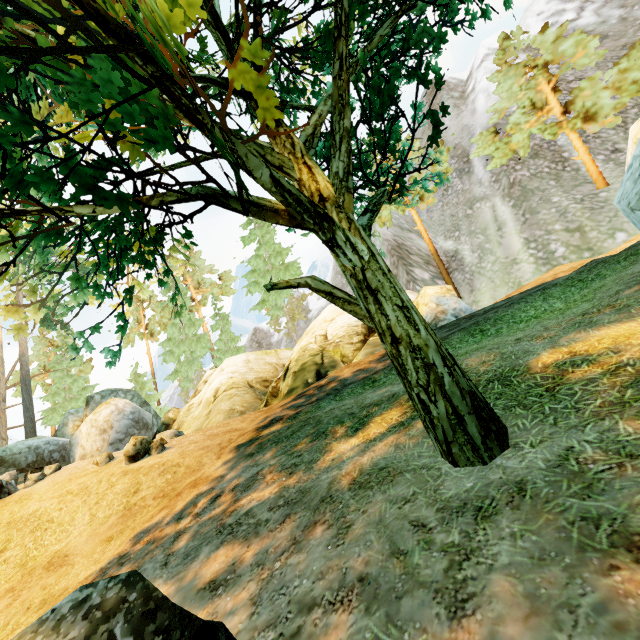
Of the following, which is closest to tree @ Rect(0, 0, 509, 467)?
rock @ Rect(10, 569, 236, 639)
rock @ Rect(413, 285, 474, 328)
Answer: rock @ Rect(10, 569, 236, 639)

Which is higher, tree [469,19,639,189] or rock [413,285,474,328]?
tree [469,19,639,189]

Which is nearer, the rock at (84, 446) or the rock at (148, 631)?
the rock at (148, 631)

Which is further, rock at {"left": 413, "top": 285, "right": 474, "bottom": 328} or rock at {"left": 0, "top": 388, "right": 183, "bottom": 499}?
rock at {"left": 413, "top": 285, "right": 474, "bottom": 328}

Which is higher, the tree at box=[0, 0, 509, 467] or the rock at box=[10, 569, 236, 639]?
the tree at box=[0, 0, 509, 467]

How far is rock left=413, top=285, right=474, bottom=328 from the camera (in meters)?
14.17

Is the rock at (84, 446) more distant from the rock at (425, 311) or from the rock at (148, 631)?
the rock at (148, 631)

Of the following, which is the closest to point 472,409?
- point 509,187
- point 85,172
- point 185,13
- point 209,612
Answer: point 209,612
